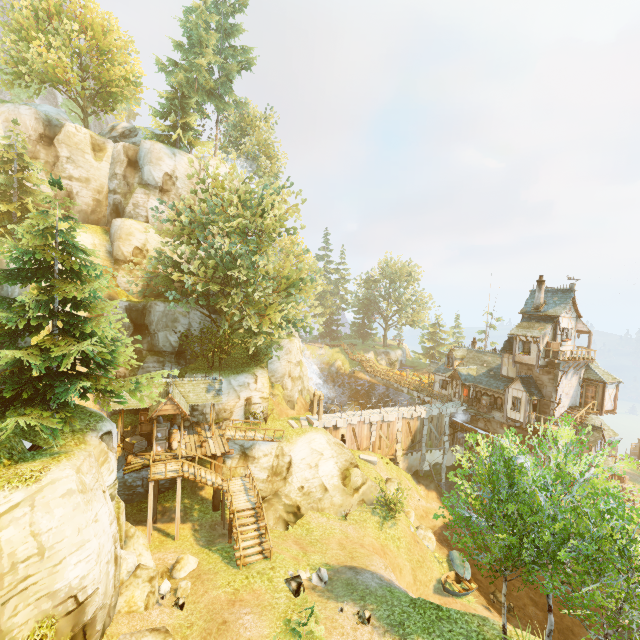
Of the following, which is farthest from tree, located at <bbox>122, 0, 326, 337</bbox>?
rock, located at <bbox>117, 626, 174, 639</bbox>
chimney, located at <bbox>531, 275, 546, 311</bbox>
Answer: chimney, located at <bbox>531, 275, 546, 311</bbox>

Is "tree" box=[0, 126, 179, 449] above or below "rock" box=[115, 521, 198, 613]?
above

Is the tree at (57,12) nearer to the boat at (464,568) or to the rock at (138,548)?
the rock at (138,548)

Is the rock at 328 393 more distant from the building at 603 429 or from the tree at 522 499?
the building at 603 429

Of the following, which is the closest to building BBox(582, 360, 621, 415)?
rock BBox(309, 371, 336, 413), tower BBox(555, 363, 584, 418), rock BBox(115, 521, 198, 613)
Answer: tower BBox(555, 363, 584, 418)

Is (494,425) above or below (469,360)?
below

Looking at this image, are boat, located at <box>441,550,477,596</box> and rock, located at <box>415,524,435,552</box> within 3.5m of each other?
yes

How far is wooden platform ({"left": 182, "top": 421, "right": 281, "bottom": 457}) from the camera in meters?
22.3
